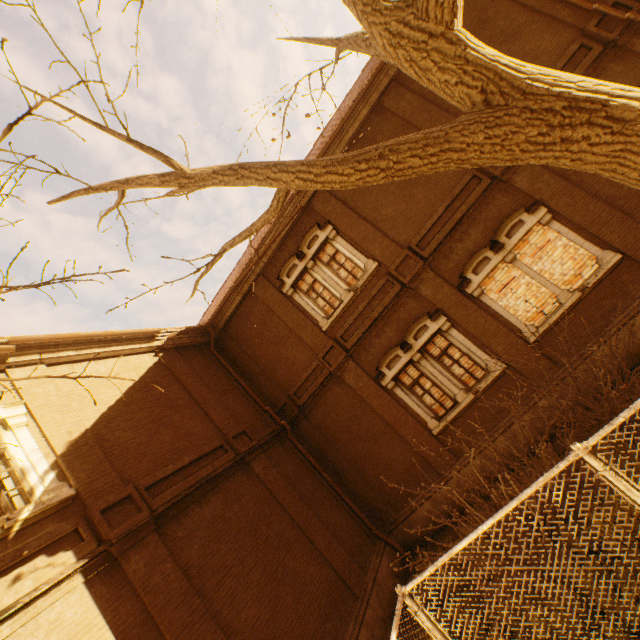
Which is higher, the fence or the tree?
the tree

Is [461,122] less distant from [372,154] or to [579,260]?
[372,154]

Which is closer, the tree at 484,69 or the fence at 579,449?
the fence at 579,449

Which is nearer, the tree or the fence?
the fence

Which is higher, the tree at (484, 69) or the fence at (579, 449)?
the tree at (484, 69)
